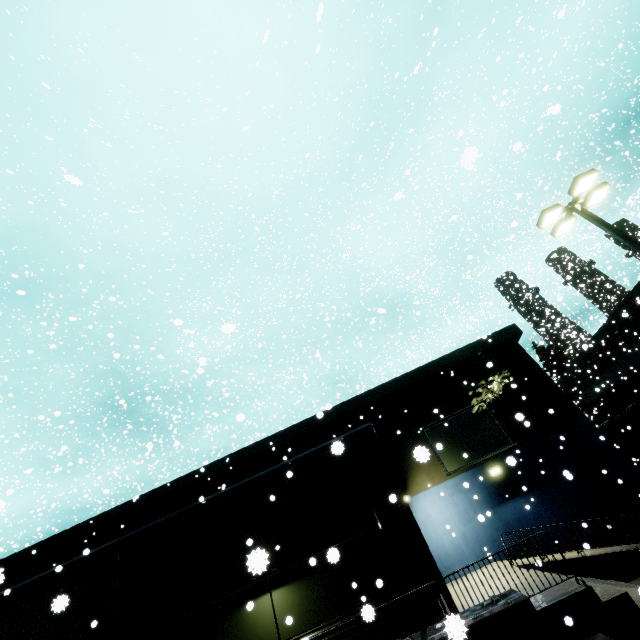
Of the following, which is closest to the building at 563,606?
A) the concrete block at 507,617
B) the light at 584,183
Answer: the concrete block at 507,617

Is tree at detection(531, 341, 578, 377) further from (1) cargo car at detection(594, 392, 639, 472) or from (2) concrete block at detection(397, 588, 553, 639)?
(2) concrete block at detection(397, 588, 553, 639)

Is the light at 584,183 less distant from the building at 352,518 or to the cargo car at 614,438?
the building at 352,518

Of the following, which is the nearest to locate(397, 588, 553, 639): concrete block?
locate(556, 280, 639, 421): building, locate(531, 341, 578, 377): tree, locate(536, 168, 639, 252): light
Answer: locate(556, 280, 639, 421): building

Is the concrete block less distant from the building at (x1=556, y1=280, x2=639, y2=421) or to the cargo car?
the building at (x1=556, y1=280, x2=639, y2=421)

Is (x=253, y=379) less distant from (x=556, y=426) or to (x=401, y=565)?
(x=401, y=565)

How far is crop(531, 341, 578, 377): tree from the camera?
37.0m

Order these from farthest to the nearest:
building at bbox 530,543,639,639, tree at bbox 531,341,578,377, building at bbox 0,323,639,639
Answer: tree at bbox 531,341,578,377, building at bbox 0,323,639,639, building at bbox 530,543,639,639
